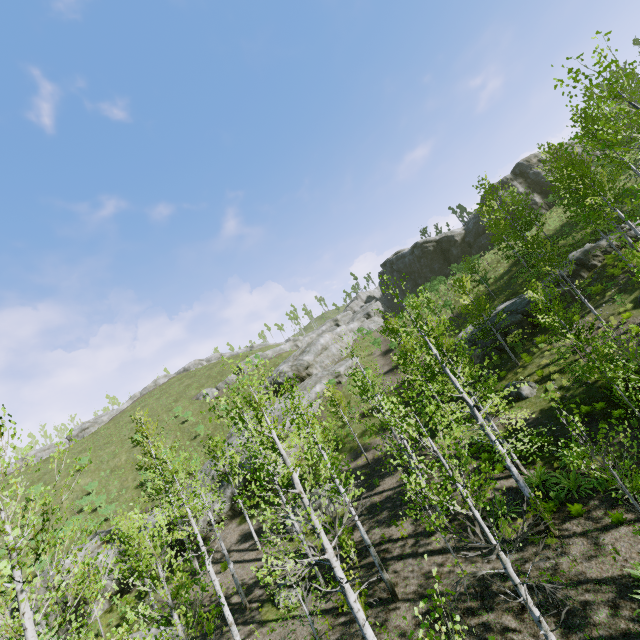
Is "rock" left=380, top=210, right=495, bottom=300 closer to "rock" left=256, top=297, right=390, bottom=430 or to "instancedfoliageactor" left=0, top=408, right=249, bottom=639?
"rock" left=256, top=297, right=390, bottom=430

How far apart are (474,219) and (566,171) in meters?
28.0 m

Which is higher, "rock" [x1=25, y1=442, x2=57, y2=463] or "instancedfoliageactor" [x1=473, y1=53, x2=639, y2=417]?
"rock" [x1=25, y1=442, x2=57, y2=463]

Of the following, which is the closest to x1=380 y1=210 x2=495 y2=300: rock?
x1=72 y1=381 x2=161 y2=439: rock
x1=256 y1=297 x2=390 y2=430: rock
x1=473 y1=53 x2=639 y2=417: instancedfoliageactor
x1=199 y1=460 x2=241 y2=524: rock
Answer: x1=256 y1=297 x2=390 y2=430: rock

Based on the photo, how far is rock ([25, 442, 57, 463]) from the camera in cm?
4600

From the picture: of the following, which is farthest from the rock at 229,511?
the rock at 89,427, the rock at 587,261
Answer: the rock at 89,427

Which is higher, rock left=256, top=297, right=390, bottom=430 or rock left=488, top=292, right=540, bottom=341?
rock left=256, top=297, right=390, bottom=430

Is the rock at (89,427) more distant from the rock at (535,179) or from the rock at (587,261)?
the rock at (587,261)
